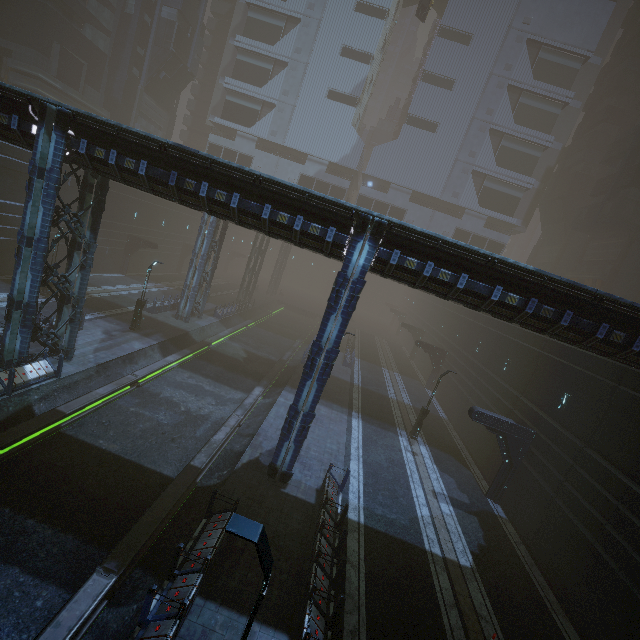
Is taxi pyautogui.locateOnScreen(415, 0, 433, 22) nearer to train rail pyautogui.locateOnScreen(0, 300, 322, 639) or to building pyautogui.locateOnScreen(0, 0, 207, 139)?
building pyautogui.locateOnScreen(0, 0, 207, 139)

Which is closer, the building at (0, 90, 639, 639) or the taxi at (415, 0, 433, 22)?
the building at (0, 90, 639, 639)

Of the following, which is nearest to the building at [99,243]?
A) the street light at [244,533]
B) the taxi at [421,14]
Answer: the street light at [244,533]

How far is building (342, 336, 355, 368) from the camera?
33.9m

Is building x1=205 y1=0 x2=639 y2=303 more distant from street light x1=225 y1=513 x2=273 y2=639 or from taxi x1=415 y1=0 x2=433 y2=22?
taxi x1=415 y1=0 x2=433 y2=22

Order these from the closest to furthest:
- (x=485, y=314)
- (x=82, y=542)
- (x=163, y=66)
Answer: (x=82, y=542)
(x=485, y=314)
(x=163, y=66)

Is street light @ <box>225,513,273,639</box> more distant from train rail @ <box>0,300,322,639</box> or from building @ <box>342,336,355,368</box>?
train rail @ <box>0,300,322,639</box>

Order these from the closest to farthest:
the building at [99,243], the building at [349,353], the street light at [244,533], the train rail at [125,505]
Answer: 1. the street light at [244,533]
2. the train rail at [125,505]
3. the building at [99,243]
4. the building at [349,353]
